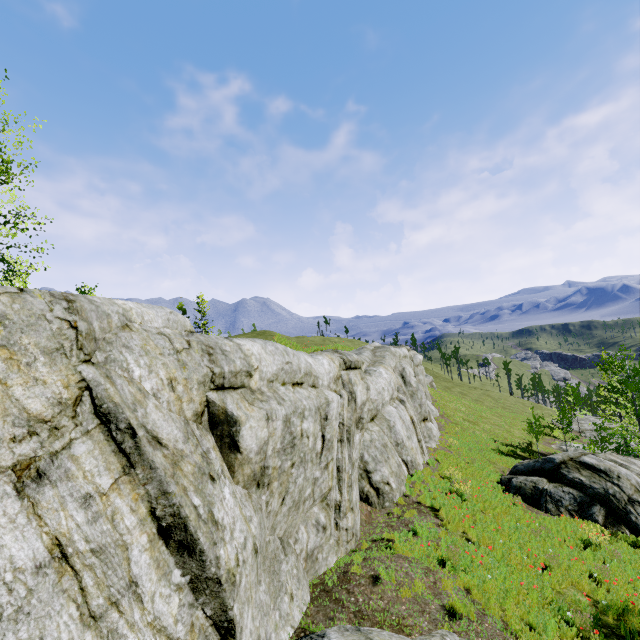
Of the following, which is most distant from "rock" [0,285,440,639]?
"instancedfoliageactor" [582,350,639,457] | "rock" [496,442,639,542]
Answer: "rock" [496,442,639,542]

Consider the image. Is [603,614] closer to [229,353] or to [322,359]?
[322,359]

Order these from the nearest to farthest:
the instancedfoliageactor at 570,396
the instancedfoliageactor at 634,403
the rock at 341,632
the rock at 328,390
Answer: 1. the rock at 328,390
2. the rock at 341,632
3. the instancedfoliageactor at 634,403
4. the instancedfoliageactor at 570,396

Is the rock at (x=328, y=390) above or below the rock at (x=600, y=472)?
above

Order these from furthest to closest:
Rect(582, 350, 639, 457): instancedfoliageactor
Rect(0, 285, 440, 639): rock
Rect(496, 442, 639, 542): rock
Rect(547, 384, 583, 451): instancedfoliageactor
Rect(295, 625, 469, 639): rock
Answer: Rect(547, 384, 583, 451): instancedfoliageactor < Rect(582, 350, 639, 457): instancedfoliageactor < Rect(496, 442, 639, 542): rock < Rect(295, 625, 469, 639): rock < Rect(0, 285, 440, 639): rock

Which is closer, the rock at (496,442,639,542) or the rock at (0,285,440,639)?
the rock at (0,285,440,639)
